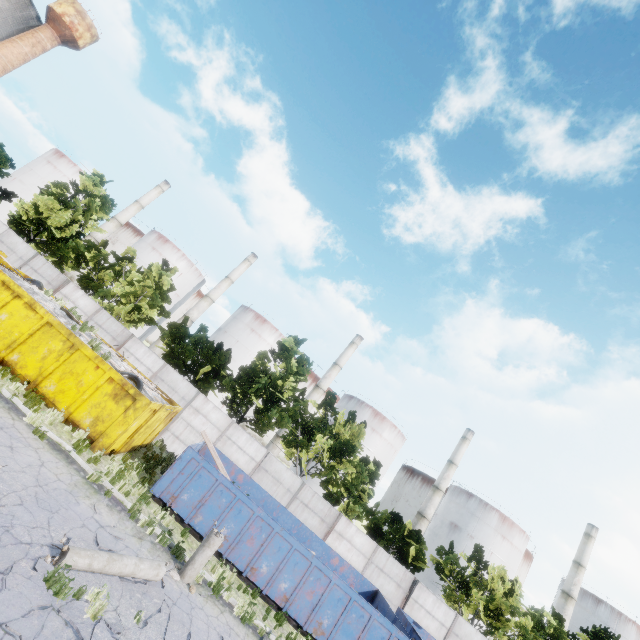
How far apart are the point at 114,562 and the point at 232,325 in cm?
4706

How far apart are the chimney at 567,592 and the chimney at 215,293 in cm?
7035

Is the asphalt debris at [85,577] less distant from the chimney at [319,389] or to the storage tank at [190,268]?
the chimney at [319,389]

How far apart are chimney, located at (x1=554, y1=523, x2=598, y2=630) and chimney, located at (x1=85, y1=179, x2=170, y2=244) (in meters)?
91.51

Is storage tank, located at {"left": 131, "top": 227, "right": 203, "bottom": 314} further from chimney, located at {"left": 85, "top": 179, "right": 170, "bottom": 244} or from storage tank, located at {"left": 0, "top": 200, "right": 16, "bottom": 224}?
storage tank, located at {"left": 0, "top": 200, "right": 16, "bottom": 224}

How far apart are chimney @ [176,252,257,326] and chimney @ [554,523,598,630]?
70.35m

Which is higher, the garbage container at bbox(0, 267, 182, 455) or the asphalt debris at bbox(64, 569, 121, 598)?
the garbage container at bbox(0, 267, 182, 455)

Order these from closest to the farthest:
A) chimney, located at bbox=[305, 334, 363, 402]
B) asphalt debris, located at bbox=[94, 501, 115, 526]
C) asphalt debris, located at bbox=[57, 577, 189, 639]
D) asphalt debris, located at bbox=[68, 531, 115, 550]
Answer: asphalt debris, located at bbox=[57, 577, 189, 639] → asphalt debris, located at bbox=[68, 531, 115, 550] → asphalt debris, located at bbox=[94, 501, 115, 526] → chimney, located at bbox=[305, 334, 363, 402]
